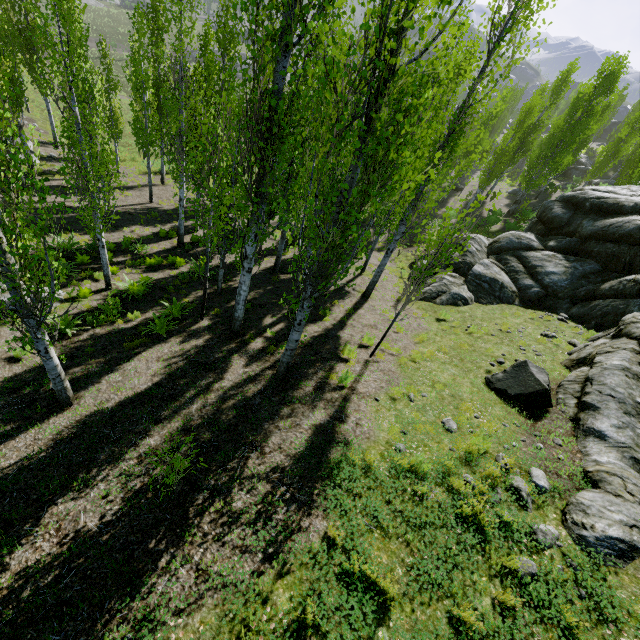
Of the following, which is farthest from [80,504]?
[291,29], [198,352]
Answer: [291,29]

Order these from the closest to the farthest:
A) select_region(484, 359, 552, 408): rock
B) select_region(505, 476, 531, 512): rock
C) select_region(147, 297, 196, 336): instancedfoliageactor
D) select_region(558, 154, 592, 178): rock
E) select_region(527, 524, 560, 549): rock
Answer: select_region(527, 524, 560, 549): rock
select_region(505, 476, 531, 512): rock
select_region(484, 359, 552, 408): rock
select_region(147, 297, 196, 336): instancedfoliageactor
select_region(558, 154, 592, 178): rock

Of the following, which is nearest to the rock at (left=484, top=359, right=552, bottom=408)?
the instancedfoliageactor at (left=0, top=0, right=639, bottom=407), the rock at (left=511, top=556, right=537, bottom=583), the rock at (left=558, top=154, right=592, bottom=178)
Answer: the instancedfoliageactor at (left=0, top=0, right=639, bottom=407)

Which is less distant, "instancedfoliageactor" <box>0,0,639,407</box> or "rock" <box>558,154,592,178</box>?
"instancedfoliageactor" <box>0,0,639,407</box>

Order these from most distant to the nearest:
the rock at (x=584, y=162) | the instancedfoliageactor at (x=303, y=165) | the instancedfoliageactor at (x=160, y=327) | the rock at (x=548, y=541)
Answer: the rock at (x=584, y=162) < the instancedfoliageactor at (x=160, y=327) < the rock at (x=548, y=541) < the instancedfoliageactor at (x=303, y=165)

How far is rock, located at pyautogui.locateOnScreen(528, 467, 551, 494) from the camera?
5.62m

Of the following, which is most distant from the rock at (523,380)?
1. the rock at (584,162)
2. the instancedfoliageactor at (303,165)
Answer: the rock at (584,162)

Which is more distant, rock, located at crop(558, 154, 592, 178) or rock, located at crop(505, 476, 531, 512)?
rock, located at crop(558, 154, 592, 178)
